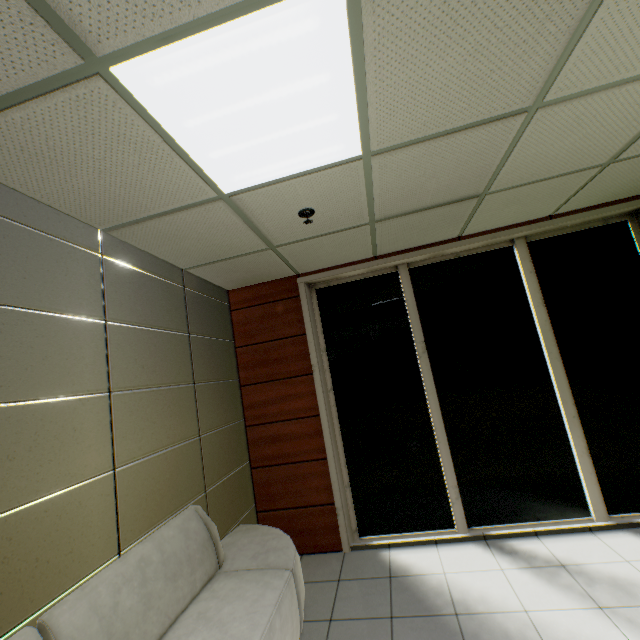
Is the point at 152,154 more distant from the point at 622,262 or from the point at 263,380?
the point at 622,262
